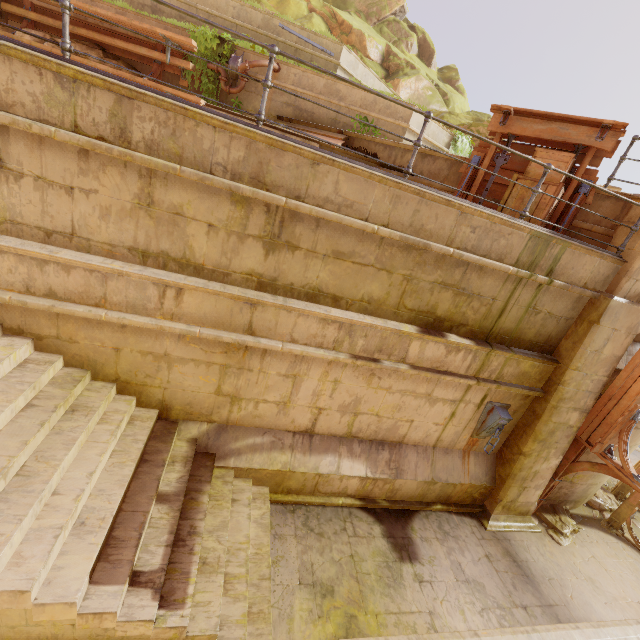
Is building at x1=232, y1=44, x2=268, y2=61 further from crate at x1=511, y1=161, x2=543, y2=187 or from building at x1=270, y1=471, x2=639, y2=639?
building at x1=270, y1=471, x2=639, y2=639

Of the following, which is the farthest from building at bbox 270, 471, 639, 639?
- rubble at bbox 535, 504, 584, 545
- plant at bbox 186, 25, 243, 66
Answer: plant at bbox 186, 25, 243, 66

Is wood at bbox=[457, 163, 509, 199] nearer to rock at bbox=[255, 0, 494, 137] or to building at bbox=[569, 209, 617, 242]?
building at bbox=[569, 209, 617, 242]

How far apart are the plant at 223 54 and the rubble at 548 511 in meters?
14.0

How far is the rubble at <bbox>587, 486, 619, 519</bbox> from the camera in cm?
841

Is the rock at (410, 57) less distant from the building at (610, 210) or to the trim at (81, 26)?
the trim at (81, 26)

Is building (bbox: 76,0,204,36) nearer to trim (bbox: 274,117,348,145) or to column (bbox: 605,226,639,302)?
trim (bbox: 274,117,348,145)

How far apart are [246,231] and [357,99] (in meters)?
7.78
